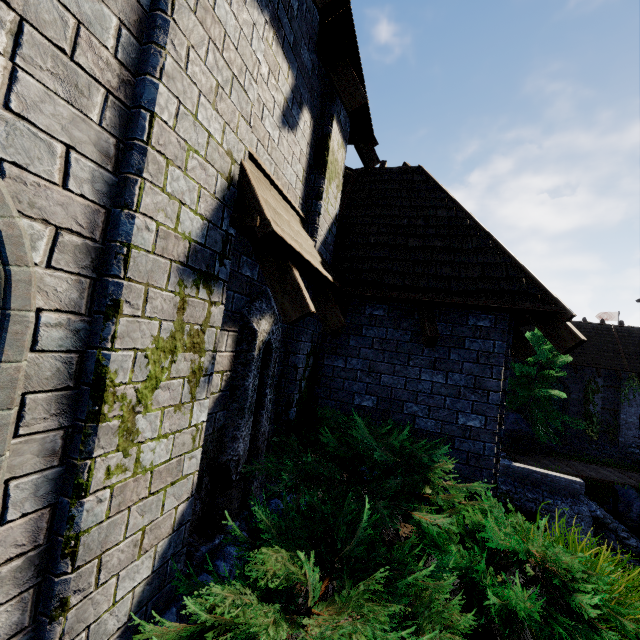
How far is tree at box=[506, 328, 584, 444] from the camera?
18.8m

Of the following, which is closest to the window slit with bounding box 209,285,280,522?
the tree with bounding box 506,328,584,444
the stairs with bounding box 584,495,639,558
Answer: the stairs with bounding box 584,495,639,558

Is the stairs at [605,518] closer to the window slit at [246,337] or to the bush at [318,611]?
the bush at [318,611]

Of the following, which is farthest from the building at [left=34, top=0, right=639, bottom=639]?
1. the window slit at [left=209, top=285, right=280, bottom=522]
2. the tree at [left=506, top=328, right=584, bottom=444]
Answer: the tree at [left=506, top=328, right=584, bottom=444]

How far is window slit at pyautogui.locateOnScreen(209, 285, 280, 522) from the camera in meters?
3.2 m

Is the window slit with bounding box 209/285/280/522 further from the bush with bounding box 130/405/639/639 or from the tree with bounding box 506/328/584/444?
the tree with bounding box 506/328/584/444

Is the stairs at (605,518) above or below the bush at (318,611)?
below

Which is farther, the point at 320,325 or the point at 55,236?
the point at 320,325
